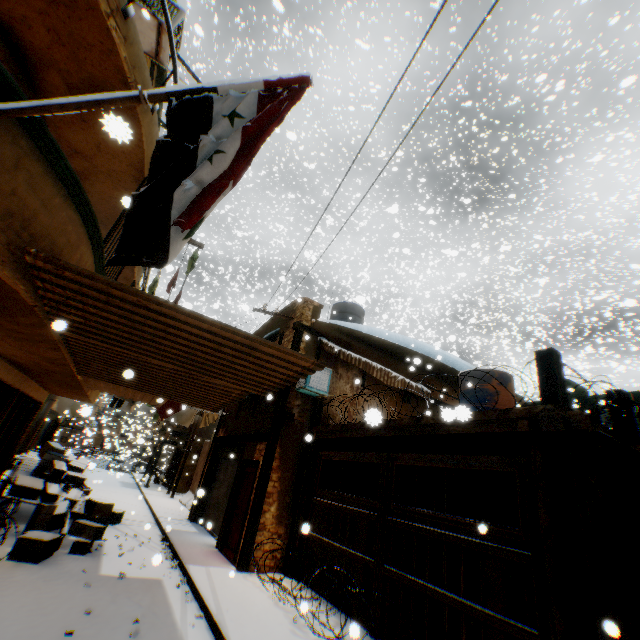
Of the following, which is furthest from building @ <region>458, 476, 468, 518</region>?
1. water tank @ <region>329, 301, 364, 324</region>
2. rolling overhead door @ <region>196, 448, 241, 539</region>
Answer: water tank @ <region>329, 301, 364, 324</region>

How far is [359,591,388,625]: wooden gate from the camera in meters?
5.6

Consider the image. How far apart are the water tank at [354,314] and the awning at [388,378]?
2.20m

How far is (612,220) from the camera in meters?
19.9 m

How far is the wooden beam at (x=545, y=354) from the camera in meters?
4.4 m

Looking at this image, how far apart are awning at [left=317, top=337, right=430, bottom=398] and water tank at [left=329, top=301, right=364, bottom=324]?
2.2m

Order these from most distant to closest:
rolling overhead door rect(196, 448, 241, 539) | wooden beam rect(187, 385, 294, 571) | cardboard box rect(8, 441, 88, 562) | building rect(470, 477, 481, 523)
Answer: rolling overhead door rect(196, 448, 241, 539)
building rect(470, 477, 481, 523)
wooden beam rect(187, 385, 294, 571)
cardboard box rect(8, 441, 88, 562)
